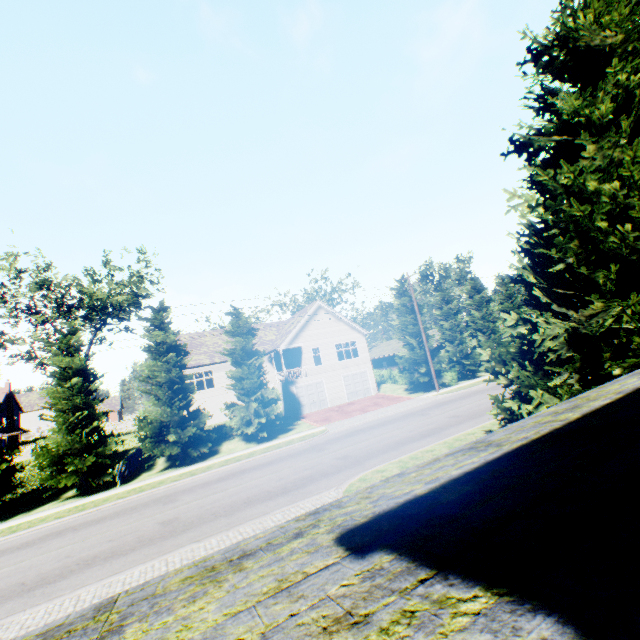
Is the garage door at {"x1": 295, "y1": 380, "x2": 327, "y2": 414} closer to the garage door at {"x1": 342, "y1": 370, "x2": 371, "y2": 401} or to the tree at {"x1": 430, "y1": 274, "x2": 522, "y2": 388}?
the garage door at {"x1": 342, "y1": 370, "x2": 371, "y2": 401}

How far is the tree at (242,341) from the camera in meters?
23.8

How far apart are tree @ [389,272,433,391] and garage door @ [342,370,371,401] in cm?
616

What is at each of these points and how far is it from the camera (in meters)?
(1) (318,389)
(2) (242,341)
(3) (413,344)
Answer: (1) garage door, 32.84
(2) tree, 24.62
(3) tree, 31.53

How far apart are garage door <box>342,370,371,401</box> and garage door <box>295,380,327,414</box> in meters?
2.2

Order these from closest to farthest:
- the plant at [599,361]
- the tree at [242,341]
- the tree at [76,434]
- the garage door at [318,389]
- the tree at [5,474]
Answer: the plant at [599,361], the tree at [5,474], the tree at [76,434], the tree at [242,341], the garage door at [318,389]

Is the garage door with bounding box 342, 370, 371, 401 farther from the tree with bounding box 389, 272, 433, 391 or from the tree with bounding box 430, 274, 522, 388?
the tree with bounding box 430, 274, 522, 388

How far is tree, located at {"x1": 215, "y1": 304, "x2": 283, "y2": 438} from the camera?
23.8 meters
